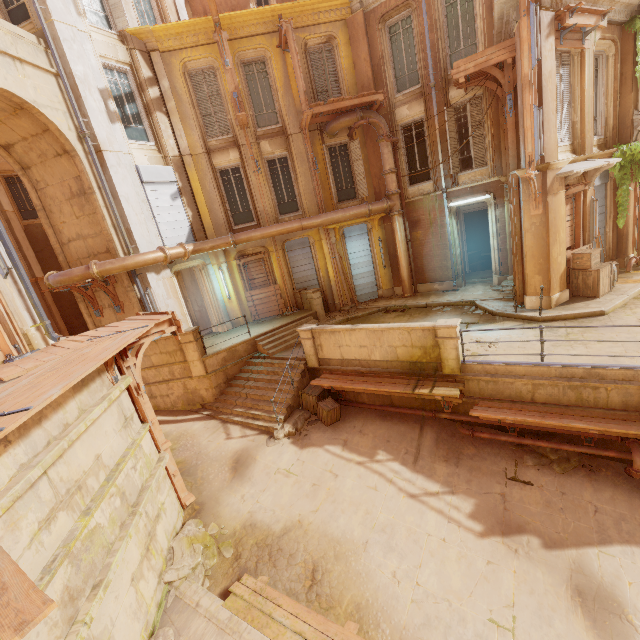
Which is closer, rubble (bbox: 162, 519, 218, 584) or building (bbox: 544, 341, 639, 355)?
rubble (bbox: 162, 519, 218, 584)

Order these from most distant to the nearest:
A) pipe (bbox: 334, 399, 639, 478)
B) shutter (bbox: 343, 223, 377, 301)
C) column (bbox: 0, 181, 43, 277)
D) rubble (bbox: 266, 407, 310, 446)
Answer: column (bbox: 0, 181, 43, 277)
shutter (bbox: 343, 223, 377, 301)
rubble (bbox: 266, 407, 310, 446)
pipe (bbox: 334, 399, 639, 478)

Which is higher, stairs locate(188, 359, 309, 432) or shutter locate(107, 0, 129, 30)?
shutter locate(107, 0, 129, 30)

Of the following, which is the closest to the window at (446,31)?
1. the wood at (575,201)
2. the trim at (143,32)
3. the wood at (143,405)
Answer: the wood at (575,201)

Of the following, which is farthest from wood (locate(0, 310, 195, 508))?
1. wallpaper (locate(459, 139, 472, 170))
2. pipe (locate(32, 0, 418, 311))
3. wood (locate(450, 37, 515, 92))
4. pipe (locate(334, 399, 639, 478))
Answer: wallpaper (locate(459, 139, 472, 170))

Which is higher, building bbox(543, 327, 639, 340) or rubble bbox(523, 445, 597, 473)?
building bbox(543, 327, 639, 340)

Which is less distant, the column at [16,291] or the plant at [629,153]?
the column at [16,291]

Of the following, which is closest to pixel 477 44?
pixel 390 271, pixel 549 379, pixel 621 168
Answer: pixel 621 168
